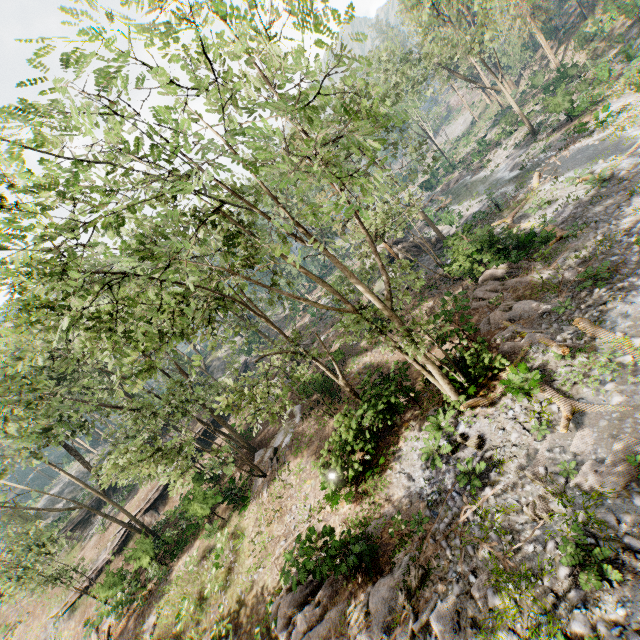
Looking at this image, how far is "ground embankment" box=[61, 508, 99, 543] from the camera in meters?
36.9

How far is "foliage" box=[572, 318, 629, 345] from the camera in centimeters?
1116cm

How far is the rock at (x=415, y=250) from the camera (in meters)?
30.98

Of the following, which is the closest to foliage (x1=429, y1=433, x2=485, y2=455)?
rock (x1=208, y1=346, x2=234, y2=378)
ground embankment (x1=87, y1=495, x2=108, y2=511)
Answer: rock (x1=208, y1=346, x2=234, y2=378)

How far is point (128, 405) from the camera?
17.8 meters

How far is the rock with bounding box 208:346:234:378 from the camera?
52.0 meters

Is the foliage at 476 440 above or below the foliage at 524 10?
below

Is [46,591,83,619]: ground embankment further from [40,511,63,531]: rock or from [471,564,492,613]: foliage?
[40,511,63,531]: rock
